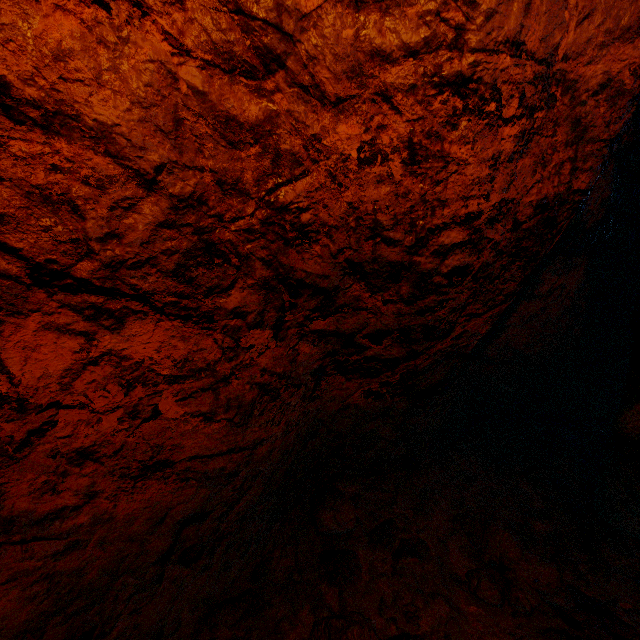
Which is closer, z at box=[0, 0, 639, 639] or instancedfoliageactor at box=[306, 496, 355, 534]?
z at box=[0, 0, 639, 639]

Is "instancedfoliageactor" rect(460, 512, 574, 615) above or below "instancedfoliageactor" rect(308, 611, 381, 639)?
below

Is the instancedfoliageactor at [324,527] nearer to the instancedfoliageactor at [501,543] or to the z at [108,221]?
the z at [108,221]

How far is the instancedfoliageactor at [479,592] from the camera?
1.6 meters

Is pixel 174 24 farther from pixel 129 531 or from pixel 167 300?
pixel 129 531

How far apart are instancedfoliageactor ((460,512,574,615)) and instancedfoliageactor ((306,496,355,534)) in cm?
64

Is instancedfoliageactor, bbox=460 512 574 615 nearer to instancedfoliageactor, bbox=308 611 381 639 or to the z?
the z
